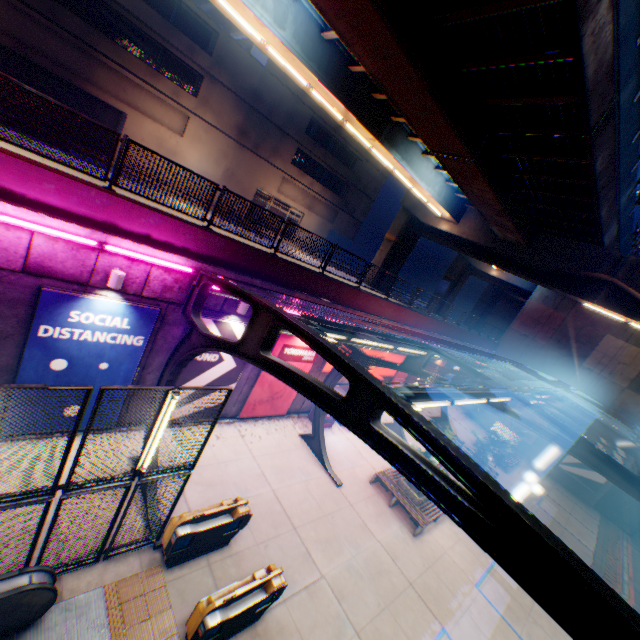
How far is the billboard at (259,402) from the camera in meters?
13.3

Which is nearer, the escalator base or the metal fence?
the metal fence

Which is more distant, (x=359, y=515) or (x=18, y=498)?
(x=359, y=515)

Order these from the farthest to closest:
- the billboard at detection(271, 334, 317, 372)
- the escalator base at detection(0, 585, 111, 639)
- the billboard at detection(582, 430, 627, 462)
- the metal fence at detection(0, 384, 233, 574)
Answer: the billboard at detection(582, 430, 627, 462) → the billboard at detection(271, 334, 317, 372) → the escalator base at detection(0, 585, 111, 639) → the metal fence at detection(0, 384, 233, 574)

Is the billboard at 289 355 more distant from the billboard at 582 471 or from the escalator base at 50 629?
the billboard at 582 471

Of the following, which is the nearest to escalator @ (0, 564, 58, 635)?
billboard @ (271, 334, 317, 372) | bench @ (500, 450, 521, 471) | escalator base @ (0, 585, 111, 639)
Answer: escalator base @ (0, 585, 111, 639)

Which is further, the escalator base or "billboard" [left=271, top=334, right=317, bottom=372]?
"billboard" [left=271, top=334, right=317, bottom=372]

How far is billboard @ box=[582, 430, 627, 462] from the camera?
23.3m
